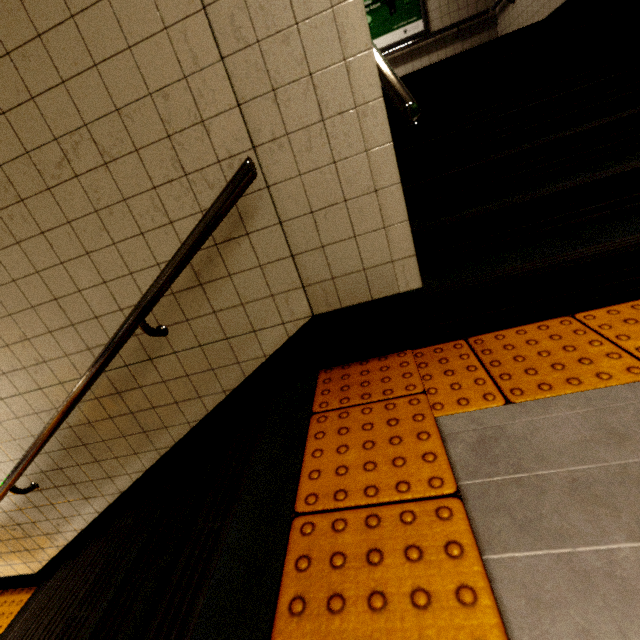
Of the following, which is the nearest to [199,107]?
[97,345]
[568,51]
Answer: [97,345]

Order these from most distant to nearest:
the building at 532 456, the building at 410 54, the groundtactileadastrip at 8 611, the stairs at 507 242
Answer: the building at 410 54
the groundtactileadastrip at 8 611
the stairs at 507 242
the building at 532 456

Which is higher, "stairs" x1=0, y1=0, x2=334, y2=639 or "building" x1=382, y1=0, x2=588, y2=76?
"building" x1=382, y1=0, x2=588, y2=76

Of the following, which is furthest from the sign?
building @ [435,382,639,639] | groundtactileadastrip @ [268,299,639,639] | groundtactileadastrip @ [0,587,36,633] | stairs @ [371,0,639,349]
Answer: groundtactileadastrip @ [268,299,639,639]

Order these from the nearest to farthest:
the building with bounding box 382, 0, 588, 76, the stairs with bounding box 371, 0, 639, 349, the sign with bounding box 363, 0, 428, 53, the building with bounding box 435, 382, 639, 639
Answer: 1. the building with bounding box 435, 382, 639, 639
2. the stairs with bounding box 371, 0, 639, 349
3. the building with bounding box 382, 0, 588, 76
4. the sign with bounding box 363, 0, 428, 53

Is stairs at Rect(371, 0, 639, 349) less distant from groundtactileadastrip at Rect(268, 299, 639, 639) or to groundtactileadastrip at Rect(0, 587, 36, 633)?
groundtactileadastrip at Rect(268, 299, 639, 639)

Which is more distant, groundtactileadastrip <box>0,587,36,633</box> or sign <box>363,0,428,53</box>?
sign <box>363,0,428,53</box>

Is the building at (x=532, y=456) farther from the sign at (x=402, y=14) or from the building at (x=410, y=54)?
the sign at (x=402, y=14)
